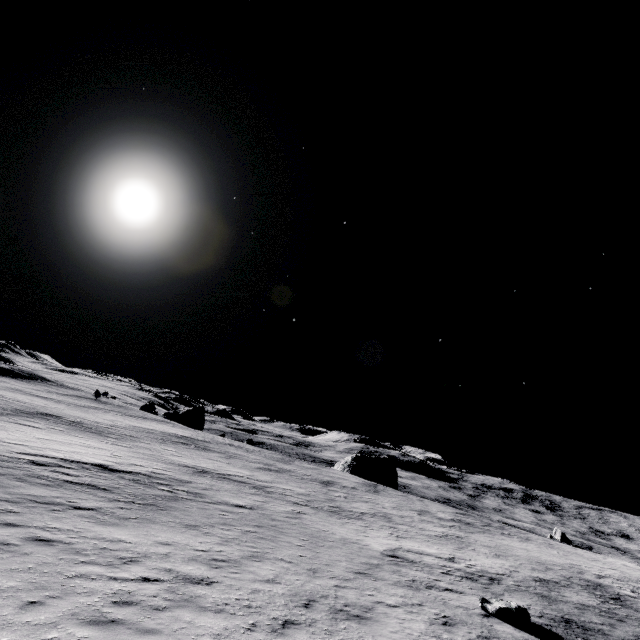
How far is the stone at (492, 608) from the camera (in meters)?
10.70

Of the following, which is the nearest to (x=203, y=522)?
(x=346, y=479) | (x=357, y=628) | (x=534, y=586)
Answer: (x=357, y=628)

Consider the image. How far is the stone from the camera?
10.7m
